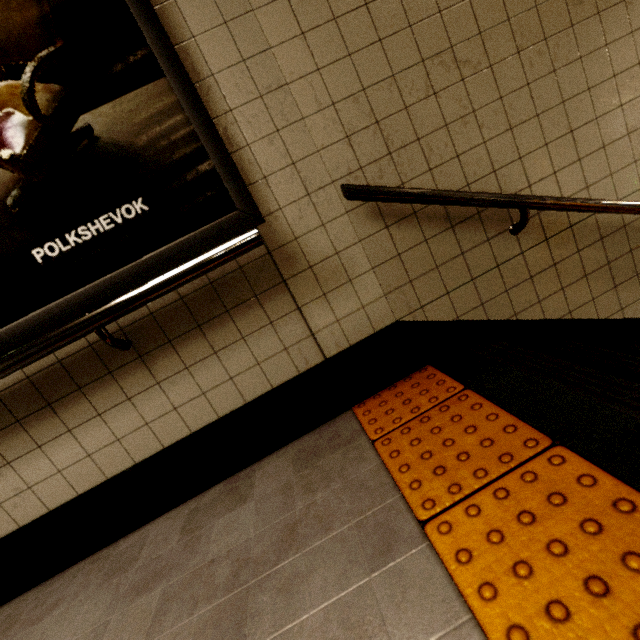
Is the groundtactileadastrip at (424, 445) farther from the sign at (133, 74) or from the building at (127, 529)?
the sign at (133, 74)

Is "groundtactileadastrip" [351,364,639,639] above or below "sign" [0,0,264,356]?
below

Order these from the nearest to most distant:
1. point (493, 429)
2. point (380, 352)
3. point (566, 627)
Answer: point (566, 627), point (493, 429), point (380, 352)

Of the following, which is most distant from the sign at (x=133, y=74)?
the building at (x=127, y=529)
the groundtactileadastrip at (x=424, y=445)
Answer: the groundtactileadastrip at (x=424, y=445)

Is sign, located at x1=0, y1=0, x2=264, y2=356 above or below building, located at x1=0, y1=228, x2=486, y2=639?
above

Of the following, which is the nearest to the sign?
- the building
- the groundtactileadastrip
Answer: the building

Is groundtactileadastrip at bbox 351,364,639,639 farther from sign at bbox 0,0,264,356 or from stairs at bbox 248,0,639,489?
sign at bbox 0,0,264,356
